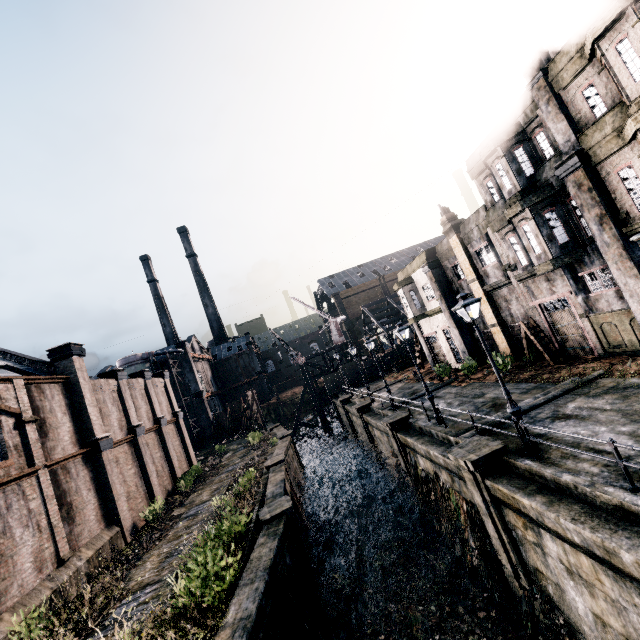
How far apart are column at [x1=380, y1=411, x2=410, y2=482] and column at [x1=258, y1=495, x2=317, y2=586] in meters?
7.2 m

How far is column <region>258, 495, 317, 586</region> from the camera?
14.1 meters

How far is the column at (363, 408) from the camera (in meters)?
28.33

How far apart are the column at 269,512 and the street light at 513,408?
9.8m

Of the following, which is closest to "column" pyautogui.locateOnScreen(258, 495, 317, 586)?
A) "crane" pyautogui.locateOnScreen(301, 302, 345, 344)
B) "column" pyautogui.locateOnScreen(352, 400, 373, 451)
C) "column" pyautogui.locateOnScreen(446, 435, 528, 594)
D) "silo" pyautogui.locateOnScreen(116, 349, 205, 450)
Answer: "column" pyautogui.locateOnScreen(446, 435, 528, 594)

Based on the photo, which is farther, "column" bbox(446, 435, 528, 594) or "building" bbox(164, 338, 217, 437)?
"building" bbox(164, 338, 217, 437)

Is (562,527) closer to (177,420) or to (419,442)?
(419,442)

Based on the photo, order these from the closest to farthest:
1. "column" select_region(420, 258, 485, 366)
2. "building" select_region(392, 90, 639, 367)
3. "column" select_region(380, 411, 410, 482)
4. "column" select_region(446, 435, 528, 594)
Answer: "column" select_region(446, 435, 528, 594) → "building" select_region(392, 90, 639, 367) → "column" select_region(380, 411, 410, 482) → "column" select_region(420, 258, 485, 366)
